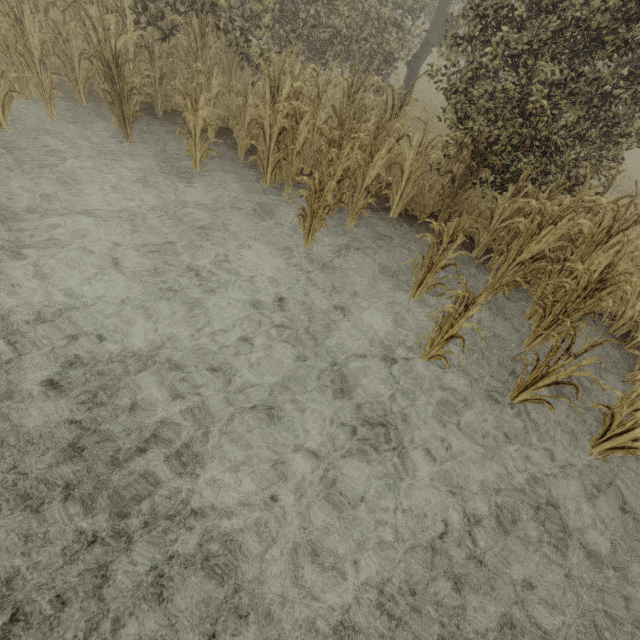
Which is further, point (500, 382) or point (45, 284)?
point (500, 382)
